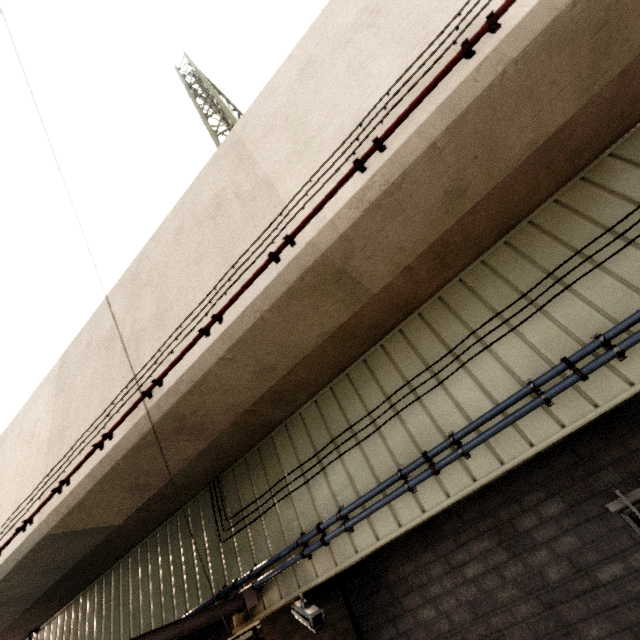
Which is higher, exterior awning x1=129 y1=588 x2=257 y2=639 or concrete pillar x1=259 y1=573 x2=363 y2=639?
exterior awning x1=129 y1=588 x2=257 y2=639

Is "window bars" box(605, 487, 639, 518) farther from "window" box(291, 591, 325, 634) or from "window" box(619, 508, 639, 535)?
"window" box(291, 591, 325, 634)

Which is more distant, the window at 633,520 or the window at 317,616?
the window at 317,616

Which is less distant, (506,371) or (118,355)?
(506,371)

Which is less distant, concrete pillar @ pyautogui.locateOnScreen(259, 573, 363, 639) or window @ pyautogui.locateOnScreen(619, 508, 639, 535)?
window @ pyautogui.locateOnScreen(619, 508, 639, 535)

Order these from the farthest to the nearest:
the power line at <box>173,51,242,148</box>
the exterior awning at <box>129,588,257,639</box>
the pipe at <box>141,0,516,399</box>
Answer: the power line at <box>173,51,242,148</box>
the exterior awning at <box>129,588,257,639</box>
the pipe at <box>141,0,516,399</box>

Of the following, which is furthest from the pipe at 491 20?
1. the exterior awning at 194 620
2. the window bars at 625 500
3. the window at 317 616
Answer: the window bars at 625 500

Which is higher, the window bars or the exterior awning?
the exterior awning
